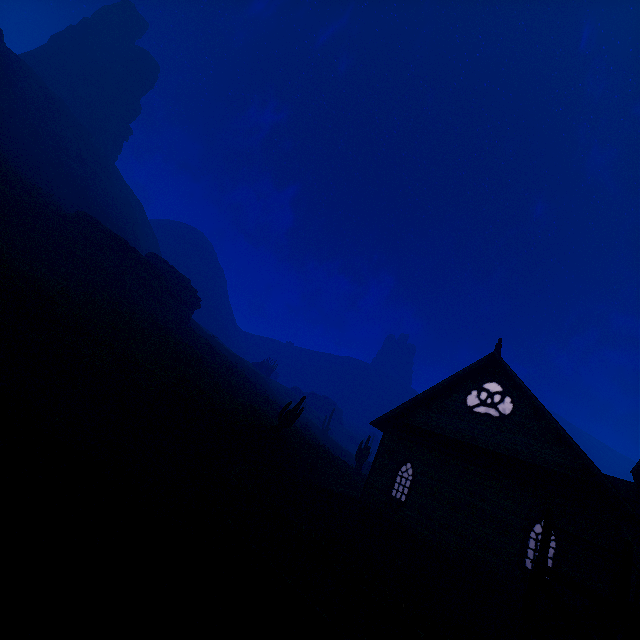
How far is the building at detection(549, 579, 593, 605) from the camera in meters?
10.5

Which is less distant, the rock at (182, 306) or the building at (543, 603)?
the building at (543, 603)

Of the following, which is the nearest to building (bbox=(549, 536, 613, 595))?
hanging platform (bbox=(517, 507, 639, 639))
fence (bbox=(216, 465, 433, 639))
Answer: hanging platform (bbox=(517, 507, 639, 639))

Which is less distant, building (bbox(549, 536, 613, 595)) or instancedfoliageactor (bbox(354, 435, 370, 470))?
building (bbox(549, 536, 613, 595))

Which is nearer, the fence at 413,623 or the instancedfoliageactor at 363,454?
the fence at 413,623

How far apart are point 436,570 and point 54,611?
14.89m

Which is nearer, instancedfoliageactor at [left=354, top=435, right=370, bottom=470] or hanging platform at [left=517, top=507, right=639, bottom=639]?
hanging platform at [left=517, top=507, right=639, bottom=639]

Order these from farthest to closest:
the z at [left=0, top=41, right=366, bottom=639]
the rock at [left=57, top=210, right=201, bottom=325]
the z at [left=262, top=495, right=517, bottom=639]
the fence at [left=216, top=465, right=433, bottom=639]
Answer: the rock at [left=57, top=210, right=201, bottom=325] → the z at [left=262, top=495, right=517, bottom=639] → the fence at [left=216, top=465, right=433, bottom=639] → the z at [left=0, top=41, right=366, bottom=639]
